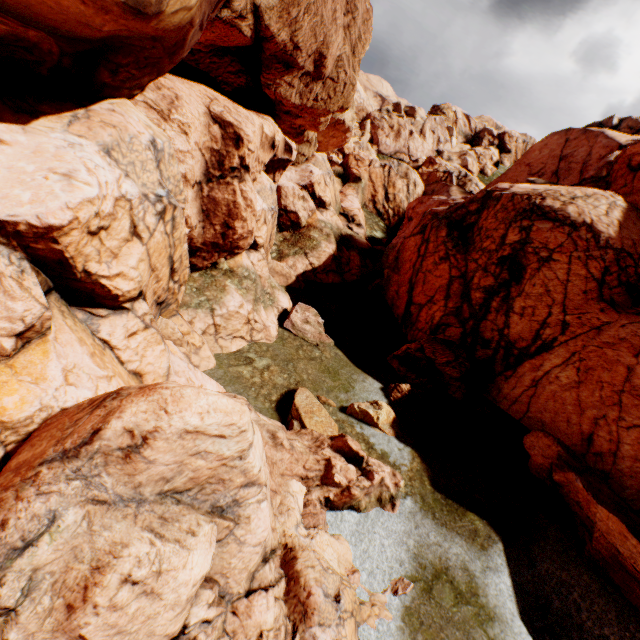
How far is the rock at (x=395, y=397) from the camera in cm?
1753

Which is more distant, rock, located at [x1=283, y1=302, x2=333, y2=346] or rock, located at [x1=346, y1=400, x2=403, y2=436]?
rock, located at [x1=283, y1=302, x2=333, y2=346]

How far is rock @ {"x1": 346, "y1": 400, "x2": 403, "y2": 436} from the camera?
15.53m

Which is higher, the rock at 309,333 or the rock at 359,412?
the rock at 309,333

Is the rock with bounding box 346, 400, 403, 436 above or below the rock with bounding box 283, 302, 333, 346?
below

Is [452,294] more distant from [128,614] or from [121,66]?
[128,614]
